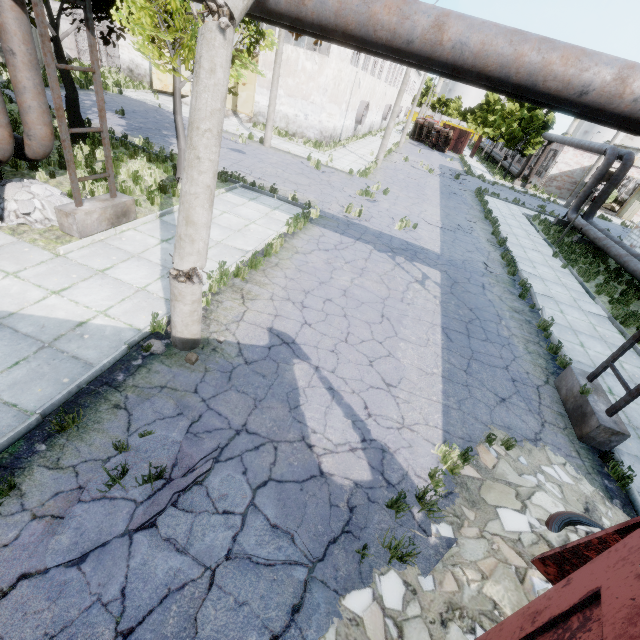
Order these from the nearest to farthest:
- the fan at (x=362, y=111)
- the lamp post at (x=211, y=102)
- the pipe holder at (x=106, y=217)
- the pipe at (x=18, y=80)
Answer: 1. the lamp post at (x=211, y=102)
2. the pipe holder at (x=106, y=217)
3. the pipe at (x=18, y=80)
4. the fan at (x=362, y=111)

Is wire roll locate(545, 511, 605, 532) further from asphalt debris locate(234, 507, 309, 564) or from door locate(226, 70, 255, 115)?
door locate(226, 70, 255, 115)

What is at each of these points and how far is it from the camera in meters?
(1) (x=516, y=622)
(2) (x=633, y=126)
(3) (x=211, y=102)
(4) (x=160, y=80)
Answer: (1) truck dump body, 2.1
(2) pipe, 4.0
(3) lamp post, 3.9
(4) door, 24.4

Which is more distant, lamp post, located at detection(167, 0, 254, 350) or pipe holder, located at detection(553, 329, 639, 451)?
pipe holder, located at detection(553, 329, 639, 451)

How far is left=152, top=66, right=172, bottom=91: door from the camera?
24.0 meters

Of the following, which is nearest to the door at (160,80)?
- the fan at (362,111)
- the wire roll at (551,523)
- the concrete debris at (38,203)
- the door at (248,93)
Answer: the door at (248,93)

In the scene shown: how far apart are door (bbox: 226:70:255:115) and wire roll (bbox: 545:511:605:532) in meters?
29.5

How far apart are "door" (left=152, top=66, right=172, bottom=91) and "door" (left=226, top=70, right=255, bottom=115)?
2.69m
